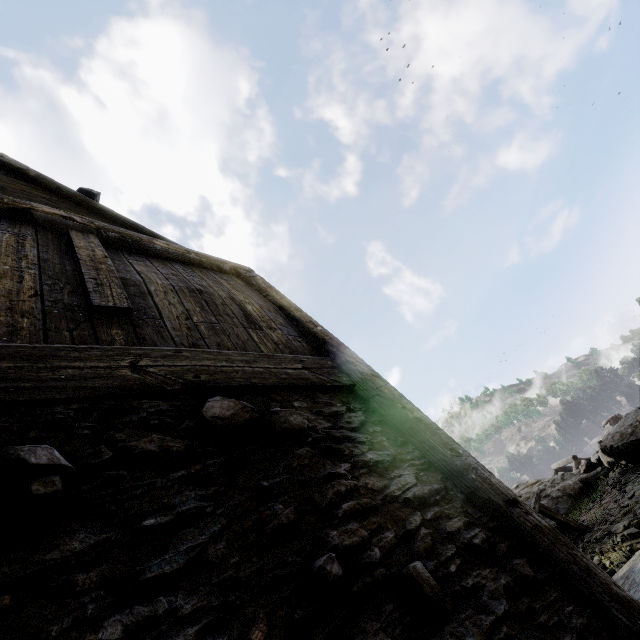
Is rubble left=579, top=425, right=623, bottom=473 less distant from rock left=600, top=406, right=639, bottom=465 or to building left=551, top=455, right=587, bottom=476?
rock left=600, top=406, right=639, bottom=465

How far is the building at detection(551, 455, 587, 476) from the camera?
24.14m

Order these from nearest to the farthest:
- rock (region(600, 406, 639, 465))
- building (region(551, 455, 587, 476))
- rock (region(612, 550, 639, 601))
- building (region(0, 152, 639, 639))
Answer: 1. building (region(0, 152, 639, 639))
2. rock (region(612, 550, 639, 601))
3. rock (region(600, 406, 639, 465))
4. building (region(551, 455, 587, 476))

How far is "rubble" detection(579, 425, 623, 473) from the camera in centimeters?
1009cm

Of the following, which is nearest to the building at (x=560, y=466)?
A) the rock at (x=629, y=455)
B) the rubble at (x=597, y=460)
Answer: the rock at (x=629, y=455)

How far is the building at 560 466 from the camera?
24.1m

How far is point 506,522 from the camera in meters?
2.1 m
